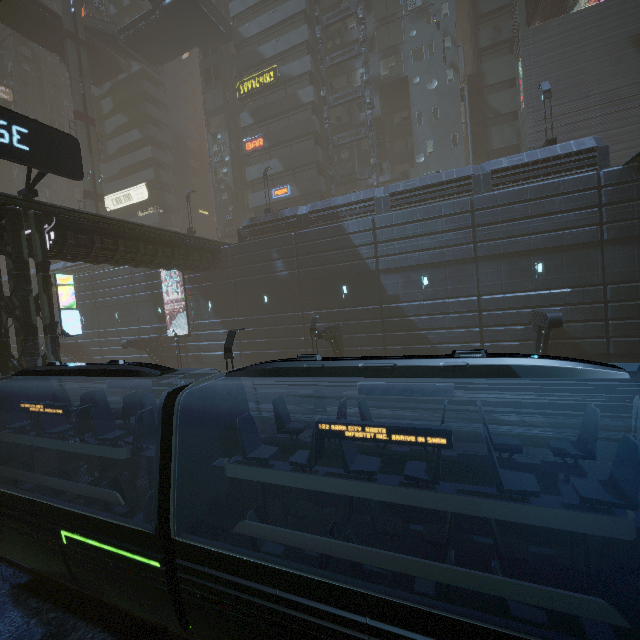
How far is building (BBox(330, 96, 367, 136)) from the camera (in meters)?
33.69

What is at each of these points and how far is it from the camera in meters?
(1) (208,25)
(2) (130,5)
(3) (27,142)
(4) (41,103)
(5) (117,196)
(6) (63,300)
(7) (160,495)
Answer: (1) bridge, 34.6 m
(2) building, 44.3 m
(3) sign, 12.9 m
(4) building, 57.6 m
(5) sign, 46.7 m
(6) sign, 16.2 m
(7) train, 6.2 m

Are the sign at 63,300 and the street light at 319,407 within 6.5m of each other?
no

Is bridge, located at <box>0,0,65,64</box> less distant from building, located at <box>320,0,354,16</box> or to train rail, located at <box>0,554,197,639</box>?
building, located at <box>320,0,354,16</box>

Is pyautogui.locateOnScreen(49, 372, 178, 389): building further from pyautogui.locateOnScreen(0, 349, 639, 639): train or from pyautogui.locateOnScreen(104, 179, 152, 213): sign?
pyautogui.locateOnScreen(0, 349, 639, 639): train

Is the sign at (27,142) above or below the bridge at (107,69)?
below

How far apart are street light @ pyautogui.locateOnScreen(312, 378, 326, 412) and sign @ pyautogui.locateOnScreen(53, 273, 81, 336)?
12.1m

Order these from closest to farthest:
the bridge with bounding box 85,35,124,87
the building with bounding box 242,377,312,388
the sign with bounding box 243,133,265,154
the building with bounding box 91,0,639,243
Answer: the building with bounding box 91,0,639,243 → the building with bounding box 242,377,312,388 → the sign with bounding box 243,133,265,154 → the bridge with bounding box 85,35,124,87
